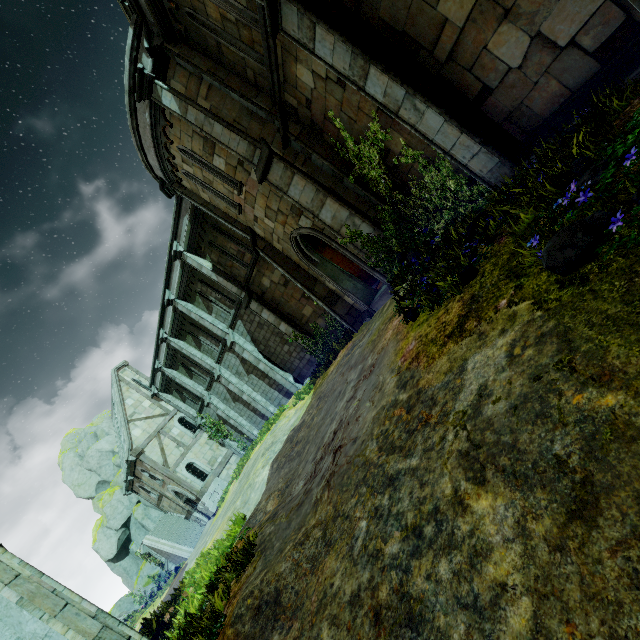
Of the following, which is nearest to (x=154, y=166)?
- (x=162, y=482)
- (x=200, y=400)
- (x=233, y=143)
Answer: (x=233, y=143)

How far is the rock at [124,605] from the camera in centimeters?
3291cm

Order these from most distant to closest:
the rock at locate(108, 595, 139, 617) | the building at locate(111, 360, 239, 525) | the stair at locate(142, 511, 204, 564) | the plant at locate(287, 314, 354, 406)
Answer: the rock at locate(108, 595, 139, 617)
the stair at locate(142, 511, 204, 564)
the building at locate(111, 360, 239, 525)
the plant at locate(287, 314, 354, 406)

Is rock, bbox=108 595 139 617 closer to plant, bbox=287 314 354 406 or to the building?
the building

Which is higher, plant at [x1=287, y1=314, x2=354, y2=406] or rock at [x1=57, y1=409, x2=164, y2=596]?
rock at [x1=57, y1=409, x2=164, y2=596]

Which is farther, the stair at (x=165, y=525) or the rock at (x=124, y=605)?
the rock at (x=124, y=605)

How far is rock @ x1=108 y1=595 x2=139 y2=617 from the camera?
32.9m

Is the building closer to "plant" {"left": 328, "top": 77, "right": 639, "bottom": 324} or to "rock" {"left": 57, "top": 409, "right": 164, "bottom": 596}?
"rock" {"left": 57, "top": 409, "right": 164, "bottom": 596}
